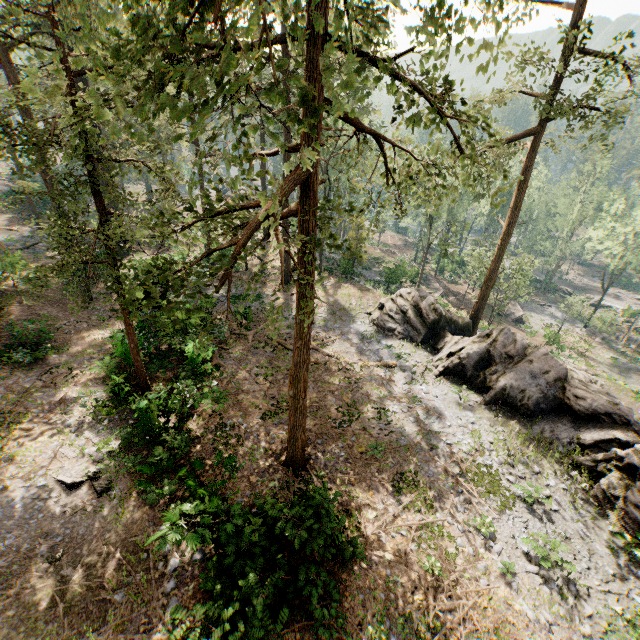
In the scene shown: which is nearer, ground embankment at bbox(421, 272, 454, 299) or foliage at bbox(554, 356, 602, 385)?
foliage at bbox(554, 356, 602, 385)

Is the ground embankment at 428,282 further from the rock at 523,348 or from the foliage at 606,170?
the rock at 523,348

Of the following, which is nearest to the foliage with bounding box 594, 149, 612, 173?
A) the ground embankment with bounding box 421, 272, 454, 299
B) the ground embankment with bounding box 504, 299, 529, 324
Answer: the ground embankment with bounding box 504, 299, 529, 324

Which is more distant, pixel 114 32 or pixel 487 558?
pixel 487 558

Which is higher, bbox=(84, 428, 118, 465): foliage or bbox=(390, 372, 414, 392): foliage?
bbox=(84, 428, 118, 465): foliage

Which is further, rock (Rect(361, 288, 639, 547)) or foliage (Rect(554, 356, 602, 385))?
foliage (Rect(554, 356, 602, 385))

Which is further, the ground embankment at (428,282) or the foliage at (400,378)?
the ground embankment at (428,282)

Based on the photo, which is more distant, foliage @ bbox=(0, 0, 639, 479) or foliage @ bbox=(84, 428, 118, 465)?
foliage @ bbox=(84, 428, 118, 465)
